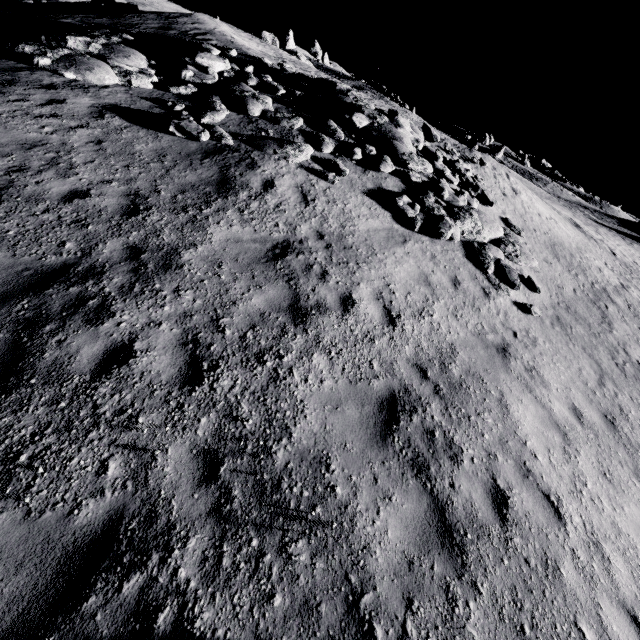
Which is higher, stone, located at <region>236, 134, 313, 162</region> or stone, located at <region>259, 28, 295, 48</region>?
stone, located at <region>259, 28, 295, 48</region>

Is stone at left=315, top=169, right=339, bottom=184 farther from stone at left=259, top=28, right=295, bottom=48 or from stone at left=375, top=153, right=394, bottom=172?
stone at left=259, top=28, right=295, bottom=48

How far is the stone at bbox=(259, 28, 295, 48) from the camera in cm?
5484

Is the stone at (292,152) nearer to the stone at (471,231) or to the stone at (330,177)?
the stone at (330,177)

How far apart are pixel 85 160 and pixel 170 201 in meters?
2.2

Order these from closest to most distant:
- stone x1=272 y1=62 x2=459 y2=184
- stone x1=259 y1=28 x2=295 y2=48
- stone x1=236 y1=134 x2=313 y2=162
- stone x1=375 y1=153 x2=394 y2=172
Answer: stone x1=236 y1=134 x2=313 y2=162 < stone x1=375 y1=153 x2=394 y2=172 < stone x1=272 y1=62 x2=459 y2=184 < stone x1=259 y1=28 x2=295 y2=48

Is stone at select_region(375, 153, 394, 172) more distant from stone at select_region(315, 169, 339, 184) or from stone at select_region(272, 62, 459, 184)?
stone at select_region(315, 169, 339, 184)

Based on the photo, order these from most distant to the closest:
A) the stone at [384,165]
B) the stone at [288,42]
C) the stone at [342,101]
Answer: the stone at [288,42] → the stone at [342,101] → the stone at [384,165]
